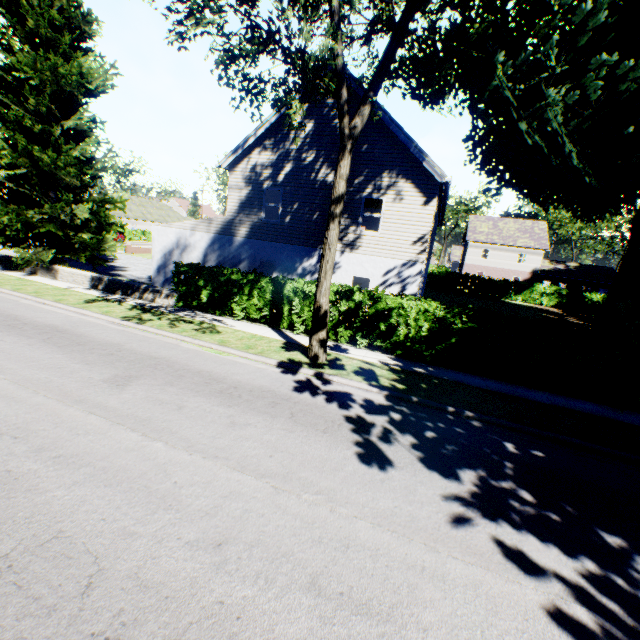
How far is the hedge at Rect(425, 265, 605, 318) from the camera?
33.1m

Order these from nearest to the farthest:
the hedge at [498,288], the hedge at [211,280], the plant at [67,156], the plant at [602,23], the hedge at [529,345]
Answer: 1. the plant at [602,23]
2. the hedge at [529,345]
3. the hedge at [211,280]
4. the plant at [67,156]
5. the hedge at [498,288]

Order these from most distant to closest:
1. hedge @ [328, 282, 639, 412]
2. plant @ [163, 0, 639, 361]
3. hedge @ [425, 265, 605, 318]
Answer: hedge @ [425, 265, 605, 318] < hedge @ [328, 282, 639, 412] < plant @ [163, 0, 639, 361]

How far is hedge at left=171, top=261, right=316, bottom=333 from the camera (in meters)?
12.88

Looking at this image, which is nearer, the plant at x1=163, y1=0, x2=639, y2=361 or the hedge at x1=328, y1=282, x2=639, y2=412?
the plant at x1=163, y1=0, x2=639, y2=361

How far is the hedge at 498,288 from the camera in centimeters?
3309cm

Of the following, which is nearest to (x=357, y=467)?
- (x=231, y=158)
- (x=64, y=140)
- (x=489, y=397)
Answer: (x=489, y=397)
